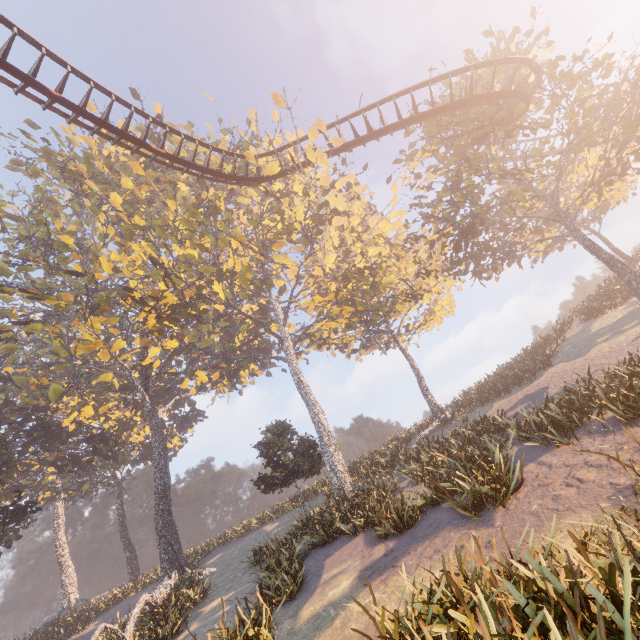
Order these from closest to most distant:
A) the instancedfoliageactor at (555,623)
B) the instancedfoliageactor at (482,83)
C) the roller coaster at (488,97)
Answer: the instancedfoliageactor at (555,623)
the roller coaster at (488,97)
the instancedfoliageactor at (482,83)

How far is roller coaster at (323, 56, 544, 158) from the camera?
15.6m

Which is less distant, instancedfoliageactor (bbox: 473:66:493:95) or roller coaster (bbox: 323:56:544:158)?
roller coaster (bbox: 323:56:544:158)

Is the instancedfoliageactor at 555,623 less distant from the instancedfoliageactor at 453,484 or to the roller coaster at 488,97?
the instancedfoliageactor at 453,484

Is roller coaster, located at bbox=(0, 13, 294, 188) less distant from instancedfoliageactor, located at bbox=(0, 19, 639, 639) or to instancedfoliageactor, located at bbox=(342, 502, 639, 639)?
instancedfoliageactor, located at bbox=(0, 19, 639, 639)

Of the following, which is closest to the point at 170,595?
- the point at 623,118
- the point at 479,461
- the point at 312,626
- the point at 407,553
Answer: the point at 312,626

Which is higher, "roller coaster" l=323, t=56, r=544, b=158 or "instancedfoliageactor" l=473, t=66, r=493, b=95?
"instancedfoliageactor" l=473, t=66, r=493, b=95

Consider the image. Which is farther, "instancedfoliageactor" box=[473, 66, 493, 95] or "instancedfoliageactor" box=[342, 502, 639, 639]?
"instancedfoliageactor" box=[473, 66, 493, 95]
